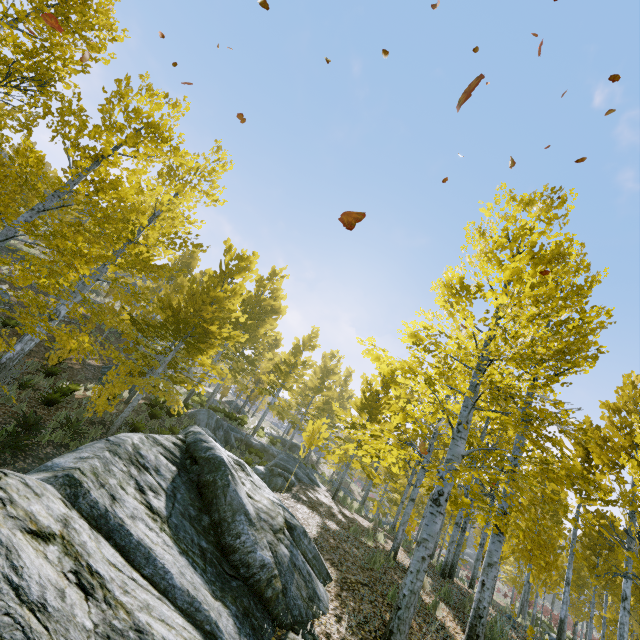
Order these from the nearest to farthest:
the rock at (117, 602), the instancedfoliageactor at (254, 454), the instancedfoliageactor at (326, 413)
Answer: the rock at (117, 602) → the instancedfoliageactor at (326, 413) → the instancedfoliageactor at (254, 454)

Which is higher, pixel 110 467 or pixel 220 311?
pixel 220 311

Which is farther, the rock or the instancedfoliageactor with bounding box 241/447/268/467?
the instancedfoliageactor with bounding box 241/447/268/467

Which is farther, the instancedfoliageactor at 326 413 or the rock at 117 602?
the instancedfoliageactor at 326 413

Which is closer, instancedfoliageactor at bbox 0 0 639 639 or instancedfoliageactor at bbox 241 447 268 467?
Result: instancedfoliageactor at bbox 0 0 639 639

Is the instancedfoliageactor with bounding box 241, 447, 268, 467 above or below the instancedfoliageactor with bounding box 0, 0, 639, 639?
below

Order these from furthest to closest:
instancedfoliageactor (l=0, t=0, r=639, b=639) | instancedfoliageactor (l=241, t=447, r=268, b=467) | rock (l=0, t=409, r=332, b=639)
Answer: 1. instancedfoliageactor (l=241, t=447, r=268, b=467)
2. instancedfoliageactor (l=0, t=0, r=639, b=639)
3. rock (l=0, t=409, r=332, b=639)

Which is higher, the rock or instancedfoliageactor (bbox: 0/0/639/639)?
instancedfoliageactor (bbox: 0/0/639/639)
